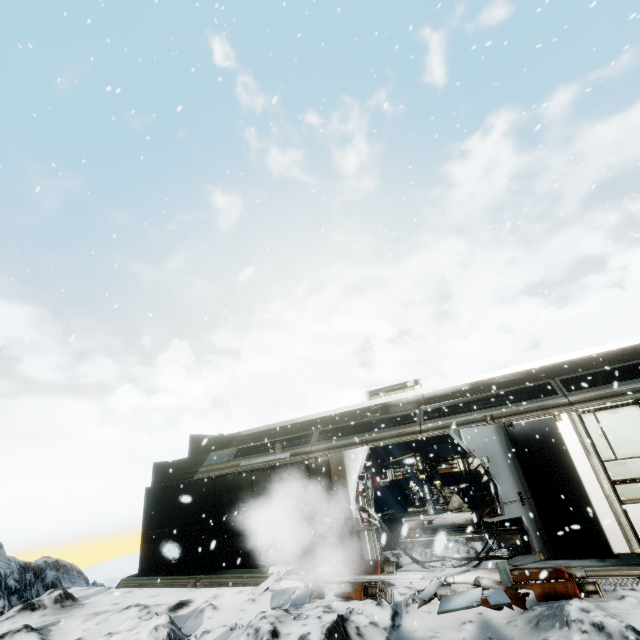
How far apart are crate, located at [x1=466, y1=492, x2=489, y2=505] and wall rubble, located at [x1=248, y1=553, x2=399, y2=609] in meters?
7.9 m

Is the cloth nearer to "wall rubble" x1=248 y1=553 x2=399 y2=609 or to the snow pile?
the snow pile

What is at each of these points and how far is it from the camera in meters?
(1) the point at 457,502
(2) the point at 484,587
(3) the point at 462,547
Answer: (1) cloth, 14.0 m
(2) wall rubble, 6.0 m
(3) snow pile, 7.8 m

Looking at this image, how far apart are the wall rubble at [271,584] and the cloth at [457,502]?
7.2m

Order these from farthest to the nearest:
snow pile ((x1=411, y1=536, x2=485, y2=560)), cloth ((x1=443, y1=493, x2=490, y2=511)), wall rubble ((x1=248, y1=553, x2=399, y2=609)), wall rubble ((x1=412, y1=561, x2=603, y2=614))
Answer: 1. cloth ((x1=443, y1=493, x2=490, y2=511))
2. snow pile ((x1=411, y1=536, x2=485, y2=560))
3. wall rubble ((x1=248, y1=553, x2=399, y2=609))
4. wall rubble ((x1=412, y1=561, x2=603, y2=614))

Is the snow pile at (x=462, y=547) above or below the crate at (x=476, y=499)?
below

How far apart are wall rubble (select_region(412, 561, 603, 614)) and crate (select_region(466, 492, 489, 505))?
7.90m

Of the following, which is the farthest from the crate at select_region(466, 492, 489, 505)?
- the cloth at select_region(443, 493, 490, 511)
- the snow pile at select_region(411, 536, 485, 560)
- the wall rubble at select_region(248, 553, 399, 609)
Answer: the wall rubble at select_region(248, 553, 399, 609)
